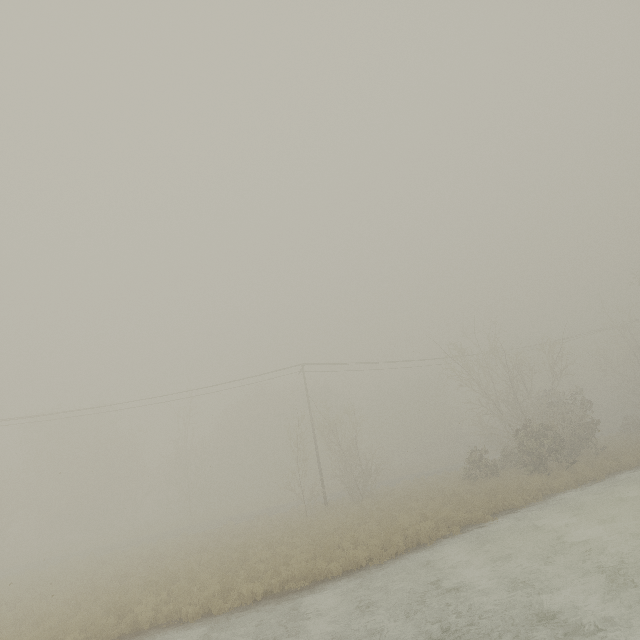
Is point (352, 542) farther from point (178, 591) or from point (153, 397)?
point (153, 397)
